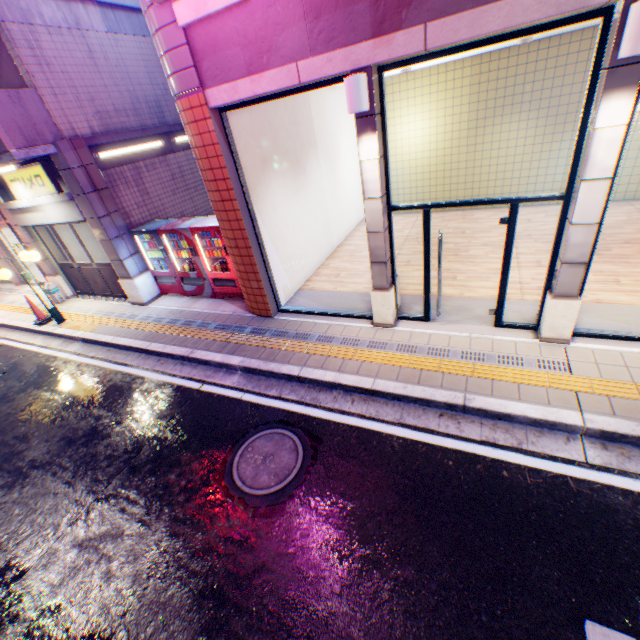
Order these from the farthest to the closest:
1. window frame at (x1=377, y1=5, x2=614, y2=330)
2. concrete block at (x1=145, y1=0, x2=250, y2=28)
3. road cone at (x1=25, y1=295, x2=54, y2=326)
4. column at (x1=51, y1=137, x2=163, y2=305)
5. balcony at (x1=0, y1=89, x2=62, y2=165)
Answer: road cone at (x1=25, y1=295, x2=54, y2=326), column at (x1=51, y1=137, x2=163, y2=305), balcony at (x1=0, y1=89, x2=62, y2=165), concrete block at (x1=145, y1=0, x2=250, y2=28), window frame at (x1=377, y1=5, x2=614, y2=330)

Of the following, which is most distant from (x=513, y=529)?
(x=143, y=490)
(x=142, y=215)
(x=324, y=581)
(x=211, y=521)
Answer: (x=142, y=215)

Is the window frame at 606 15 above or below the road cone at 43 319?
above

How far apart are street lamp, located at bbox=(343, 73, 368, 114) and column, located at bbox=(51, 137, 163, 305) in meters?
7.1 m

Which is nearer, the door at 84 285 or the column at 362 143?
the column at 362 143

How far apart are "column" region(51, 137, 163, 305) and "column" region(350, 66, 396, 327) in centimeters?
693cm

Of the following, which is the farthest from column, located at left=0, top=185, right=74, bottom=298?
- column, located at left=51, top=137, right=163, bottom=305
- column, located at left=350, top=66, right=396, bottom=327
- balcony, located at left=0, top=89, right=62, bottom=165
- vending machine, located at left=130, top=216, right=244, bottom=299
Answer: column, located at left=350, top=66, right=396, bottom=327

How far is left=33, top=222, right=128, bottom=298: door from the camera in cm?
970
